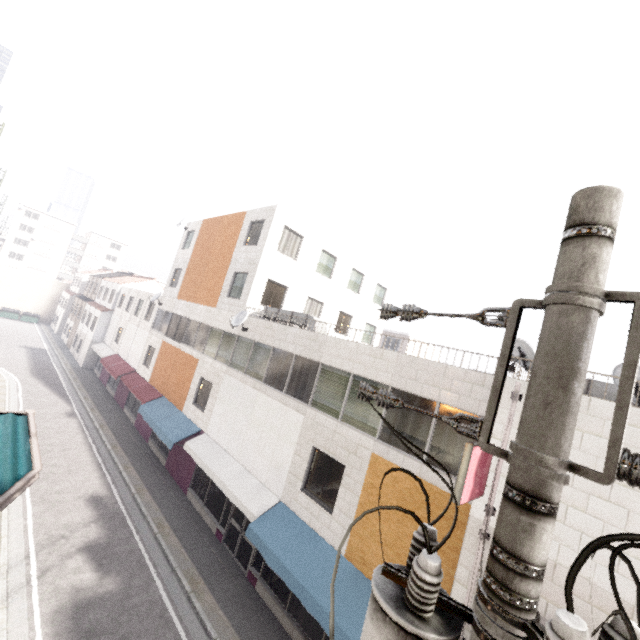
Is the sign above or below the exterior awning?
above

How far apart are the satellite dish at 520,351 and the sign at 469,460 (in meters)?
1.89

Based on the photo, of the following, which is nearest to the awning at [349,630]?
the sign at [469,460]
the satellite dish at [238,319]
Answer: the sign at [469,460]

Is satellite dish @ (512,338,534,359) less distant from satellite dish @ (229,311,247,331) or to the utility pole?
the utility pole

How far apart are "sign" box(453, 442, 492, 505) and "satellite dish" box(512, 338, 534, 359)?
1.89m

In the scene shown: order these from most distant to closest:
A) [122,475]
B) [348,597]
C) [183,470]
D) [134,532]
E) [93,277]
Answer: [93,277] → [183,470] → [122,475] → [134,532] → [348,597]

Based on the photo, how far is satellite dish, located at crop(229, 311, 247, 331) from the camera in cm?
1486

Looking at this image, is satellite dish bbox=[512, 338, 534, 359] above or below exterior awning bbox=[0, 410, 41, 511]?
above
